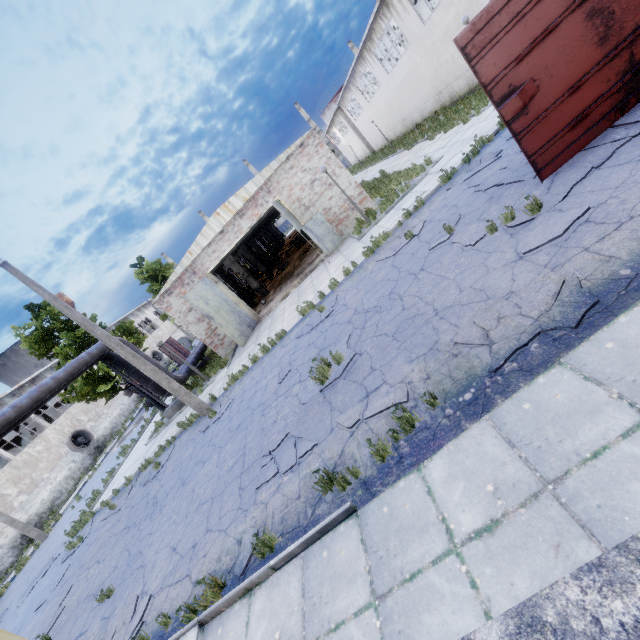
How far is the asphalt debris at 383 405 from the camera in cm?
488

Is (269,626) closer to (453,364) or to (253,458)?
(253,458)

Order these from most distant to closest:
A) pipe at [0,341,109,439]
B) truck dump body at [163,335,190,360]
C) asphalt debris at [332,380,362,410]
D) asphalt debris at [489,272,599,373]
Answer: truck dump body at [163,335,190,360] → pipe at [0,341,109,439] → asphalt debris at [332,380,362,410] → asphalt debris at [489,272,599,373]

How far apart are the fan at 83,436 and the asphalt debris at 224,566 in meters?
33.3

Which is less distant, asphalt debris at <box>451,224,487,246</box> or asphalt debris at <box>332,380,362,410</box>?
asphalt debris at <box>332,380,362,410</box>

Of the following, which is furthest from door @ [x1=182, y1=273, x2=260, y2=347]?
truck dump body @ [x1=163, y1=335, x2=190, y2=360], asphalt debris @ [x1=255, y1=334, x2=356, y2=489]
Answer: truck dump body @ [x1=163, y1=335, x2=190, y2=360]

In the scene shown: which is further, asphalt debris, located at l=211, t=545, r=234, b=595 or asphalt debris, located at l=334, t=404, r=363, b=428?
asphalt debris, located at l=334, t=404, r=363, b=428

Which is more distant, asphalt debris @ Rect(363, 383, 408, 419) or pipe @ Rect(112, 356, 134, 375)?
pipe @ Rect(112, 356, 134, 375)
